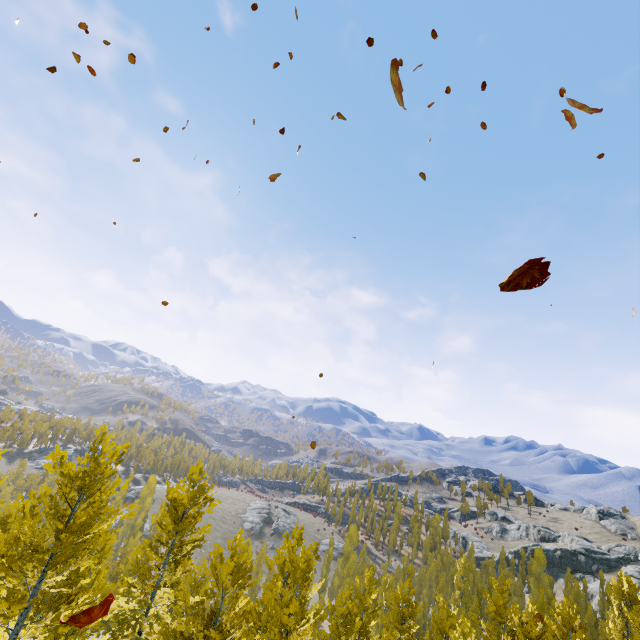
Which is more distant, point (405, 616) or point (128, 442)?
point (405, 616)
